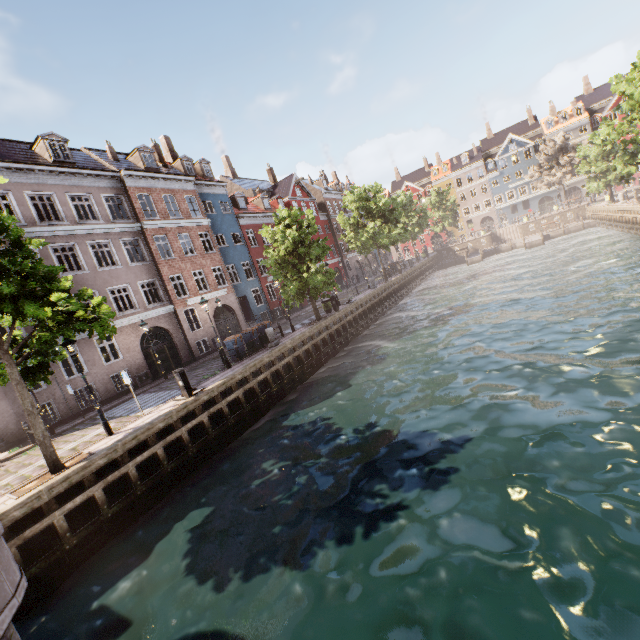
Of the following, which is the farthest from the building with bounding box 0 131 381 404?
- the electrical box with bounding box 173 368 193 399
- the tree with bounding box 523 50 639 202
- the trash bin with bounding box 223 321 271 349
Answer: the electrical box with bounding box 173 368 193 399

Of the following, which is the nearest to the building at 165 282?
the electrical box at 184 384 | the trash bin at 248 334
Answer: the trash bin at 248 334

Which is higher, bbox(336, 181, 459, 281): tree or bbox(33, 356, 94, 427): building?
bbox(336, 181, 459, 281): tree

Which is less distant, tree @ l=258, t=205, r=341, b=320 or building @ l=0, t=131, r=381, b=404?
building @ l=0, t=131, r=381, b=404

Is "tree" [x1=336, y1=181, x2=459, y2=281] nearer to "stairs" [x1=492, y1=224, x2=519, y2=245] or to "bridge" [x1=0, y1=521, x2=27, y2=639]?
"bridge" [x1=0, y1=521, x2=27, y2=639]

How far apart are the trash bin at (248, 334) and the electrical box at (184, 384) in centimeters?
628cm

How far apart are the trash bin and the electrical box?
6.3 meters

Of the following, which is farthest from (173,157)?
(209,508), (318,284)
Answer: (209,508)
